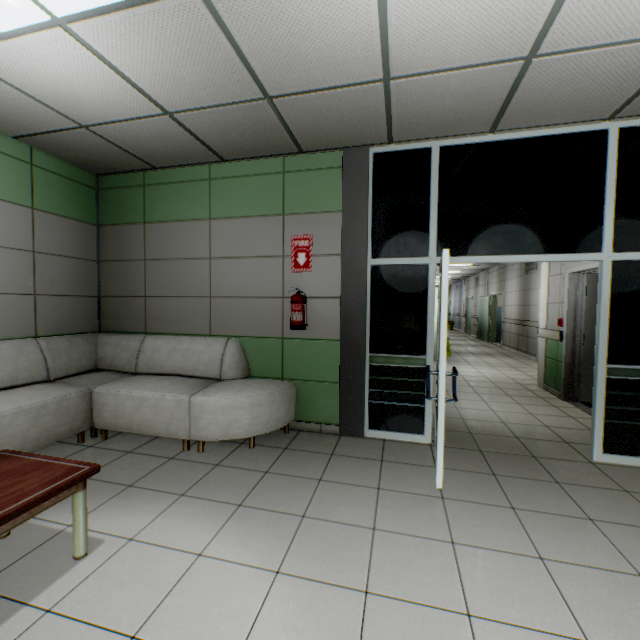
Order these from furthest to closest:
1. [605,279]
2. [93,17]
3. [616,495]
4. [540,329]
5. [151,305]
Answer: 1. [540,329]
2. [151,305]
3. [605,279]
4. [616,495]
5. [93,17]

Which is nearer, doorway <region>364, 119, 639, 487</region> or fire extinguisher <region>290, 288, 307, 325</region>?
doorway <region>364, 119, 639, 487</region>

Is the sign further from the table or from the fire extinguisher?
the table

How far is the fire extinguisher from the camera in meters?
3.7 m

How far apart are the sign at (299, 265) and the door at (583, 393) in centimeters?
377cm

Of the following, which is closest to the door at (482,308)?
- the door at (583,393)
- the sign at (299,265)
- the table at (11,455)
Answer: the door at (583,393)

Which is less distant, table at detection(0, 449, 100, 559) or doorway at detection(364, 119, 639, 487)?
table at detection(0, 449, 100, 559)

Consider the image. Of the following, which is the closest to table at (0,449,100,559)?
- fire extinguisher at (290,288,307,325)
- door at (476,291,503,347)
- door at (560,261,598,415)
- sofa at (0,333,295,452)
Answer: sofa at (0,333,295,452)
